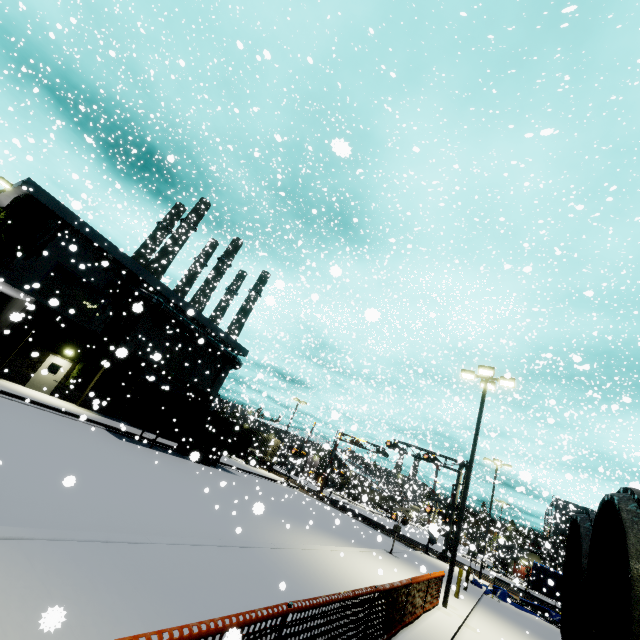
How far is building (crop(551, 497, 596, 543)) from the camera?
39.2 meters

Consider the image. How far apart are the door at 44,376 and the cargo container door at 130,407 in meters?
5.2

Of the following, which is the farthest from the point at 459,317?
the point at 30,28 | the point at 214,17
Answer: the point at 30,28

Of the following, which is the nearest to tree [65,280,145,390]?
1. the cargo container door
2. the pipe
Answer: the pipe

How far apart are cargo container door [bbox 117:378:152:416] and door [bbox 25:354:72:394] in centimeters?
521cm

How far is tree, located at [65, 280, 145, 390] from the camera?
22.7 meters

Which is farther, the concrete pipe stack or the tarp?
the tarp

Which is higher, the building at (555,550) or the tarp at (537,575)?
the building at (555,550)
